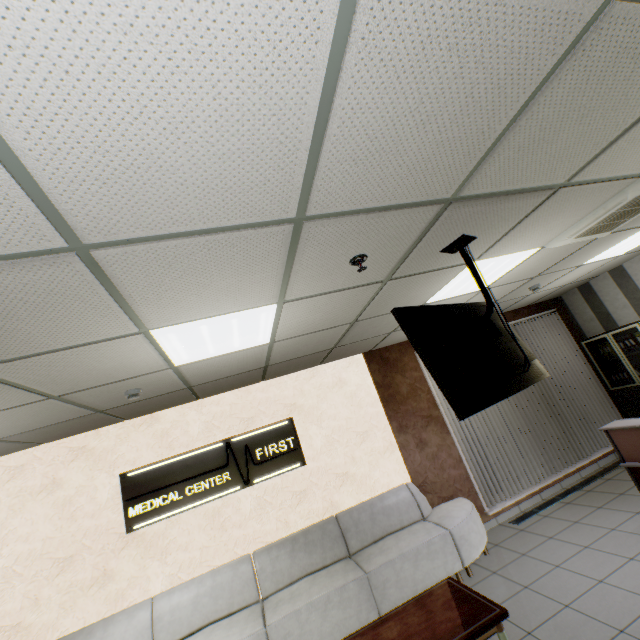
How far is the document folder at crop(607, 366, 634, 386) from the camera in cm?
619

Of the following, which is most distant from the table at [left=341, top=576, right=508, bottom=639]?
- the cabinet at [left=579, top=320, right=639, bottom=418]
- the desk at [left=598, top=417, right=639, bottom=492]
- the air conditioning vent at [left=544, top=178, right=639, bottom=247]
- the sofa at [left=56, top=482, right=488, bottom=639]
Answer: the cabinet at [left=579, top=320, right=639, bottom=418]

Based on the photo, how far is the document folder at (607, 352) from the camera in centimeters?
632cm

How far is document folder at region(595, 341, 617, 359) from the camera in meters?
6.3 m

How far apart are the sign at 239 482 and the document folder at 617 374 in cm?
633

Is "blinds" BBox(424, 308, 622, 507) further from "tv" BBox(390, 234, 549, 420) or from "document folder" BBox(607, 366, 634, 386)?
"tv" BBox(390, 234, 549, 420)

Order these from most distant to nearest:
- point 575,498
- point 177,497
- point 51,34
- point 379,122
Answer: point 575,498
point 177,497
point 379,122
point 51,34

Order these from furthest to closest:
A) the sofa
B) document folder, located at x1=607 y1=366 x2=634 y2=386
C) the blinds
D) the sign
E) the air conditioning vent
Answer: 1. document folder, located at x1=607 y1=366 x2=634 y2=386
2. the blinds
3. the sign
4. the sofa
5. the air conditioning vent
